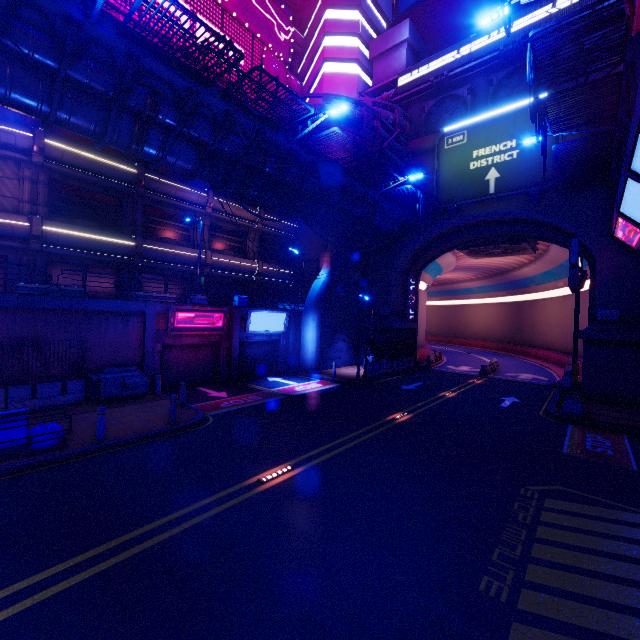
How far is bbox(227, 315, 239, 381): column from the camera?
20.7 meters

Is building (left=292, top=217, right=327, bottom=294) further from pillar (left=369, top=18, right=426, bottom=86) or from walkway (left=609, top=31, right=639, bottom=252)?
walkway (left=609, top=31, right=639, bottom=252)

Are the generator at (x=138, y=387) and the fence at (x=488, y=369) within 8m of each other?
no

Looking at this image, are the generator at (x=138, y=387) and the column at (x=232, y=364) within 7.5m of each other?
yes

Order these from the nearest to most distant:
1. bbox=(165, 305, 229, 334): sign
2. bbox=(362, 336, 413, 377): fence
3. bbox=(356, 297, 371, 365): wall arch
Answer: bbox=(165, 305, 229, 334): sign, bbox=(362, 336, 413, 377): fence, bbox=(356, 297, 371, 365): wall arch

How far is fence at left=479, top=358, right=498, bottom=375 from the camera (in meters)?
26.53

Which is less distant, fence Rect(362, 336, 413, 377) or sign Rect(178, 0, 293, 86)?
fence Rect(362, 336, 413, 377)

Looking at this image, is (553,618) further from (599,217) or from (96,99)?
(599,217)
